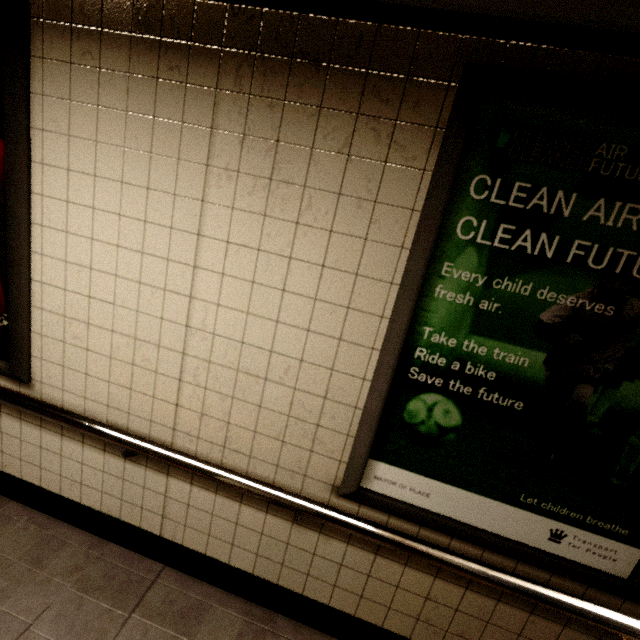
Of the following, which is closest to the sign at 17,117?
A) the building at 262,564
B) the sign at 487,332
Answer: the building at 262,564

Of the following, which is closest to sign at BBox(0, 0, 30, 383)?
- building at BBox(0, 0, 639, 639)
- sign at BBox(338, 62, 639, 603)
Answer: building at BBox(0, 0, 639, 639)

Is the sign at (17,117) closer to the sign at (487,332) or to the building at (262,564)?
the building at (262,564)

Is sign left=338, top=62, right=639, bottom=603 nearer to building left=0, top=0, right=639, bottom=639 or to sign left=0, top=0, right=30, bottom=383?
building left=0, top=0, right=639, bottom=639

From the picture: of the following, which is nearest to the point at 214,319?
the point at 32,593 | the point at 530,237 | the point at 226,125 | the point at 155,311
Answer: the point at 155,311
